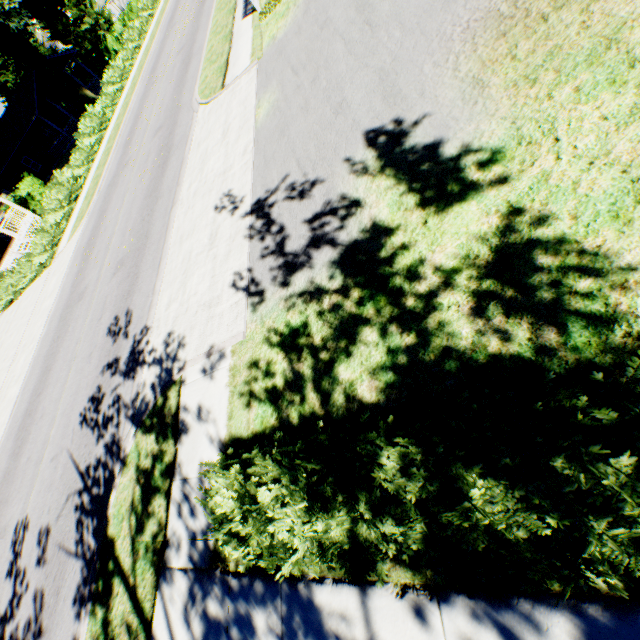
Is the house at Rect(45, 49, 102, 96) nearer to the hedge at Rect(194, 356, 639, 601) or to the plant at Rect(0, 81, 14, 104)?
the plant at Rect(0, 81, 14, 104)

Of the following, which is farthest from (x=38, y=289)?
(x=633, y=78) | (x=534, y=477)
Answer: (x=633, y=78)

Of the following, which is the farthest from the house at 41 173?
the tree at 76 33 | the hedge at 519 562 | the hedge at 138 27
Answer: the hedge at 519 562

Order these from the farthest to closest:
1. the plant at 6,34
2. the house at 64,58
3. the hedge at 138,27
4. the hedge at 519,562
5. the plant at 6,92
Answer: the plant at 6,92, the house at 64,58, the plant at 6,34, the hedge at 138,27, the hedge at 519,562

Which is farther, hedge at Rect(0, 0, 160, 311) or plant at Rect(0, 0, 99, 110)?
plant at Rect(0, 0, 99, 110)

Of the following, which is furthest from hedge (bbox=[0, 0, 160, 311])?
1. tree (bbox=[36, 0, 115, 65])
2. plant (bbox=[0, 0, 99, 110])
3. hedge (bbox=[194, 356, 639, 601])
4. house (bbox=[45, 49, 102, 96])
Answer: hedge (bbox=[194, 356, 639, 601])

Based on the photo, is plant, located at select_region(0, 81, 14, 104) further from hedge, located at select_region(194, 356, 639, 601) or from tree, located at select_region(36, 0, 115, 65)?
hedge, located at select_region(194, 356, 639, 601)

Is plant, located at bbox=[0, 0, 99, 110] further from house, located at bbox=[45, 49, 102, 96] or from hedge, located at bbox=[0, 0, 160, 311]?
house, located at bbox=[45, 49, 102, 96]
